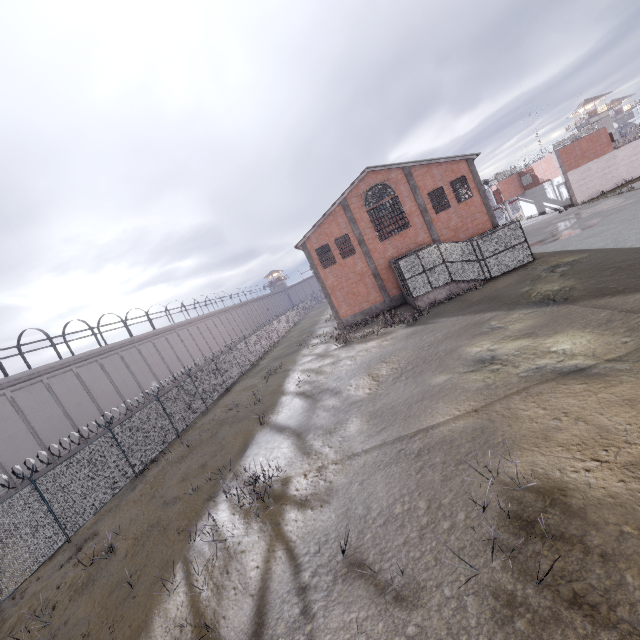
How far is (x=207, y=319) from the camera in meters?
49.0 m
